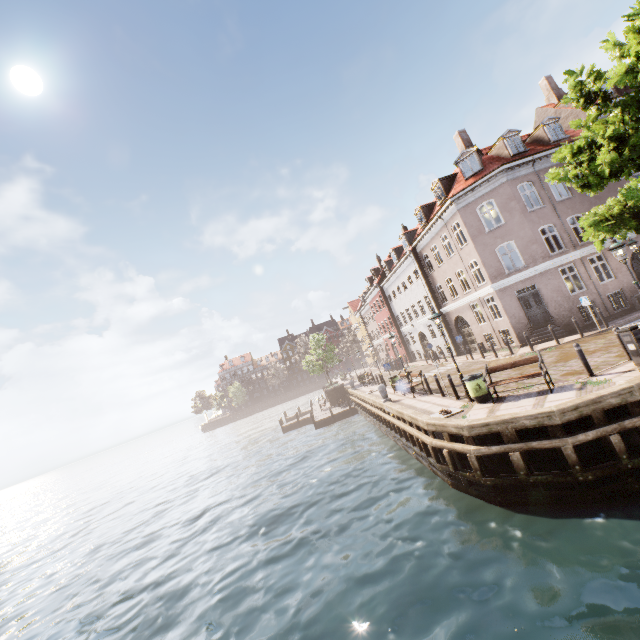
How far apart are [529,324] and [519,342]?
1.3m

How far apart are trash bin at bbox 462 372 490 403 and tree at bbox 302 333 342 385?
27.51m

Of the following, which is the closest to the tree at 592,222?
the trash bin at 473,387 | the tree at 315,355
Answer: the trash bin at 473,387

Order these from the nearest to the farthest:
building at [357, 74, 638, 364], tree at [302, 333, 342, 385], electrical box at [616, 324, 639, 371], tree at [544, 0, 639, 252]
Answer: electrical box at [616, 324, 639, 371], tree at [544, 0, 639, 252], building at [357, 74, 638, 364], tree at [302, 333, 342, 385]

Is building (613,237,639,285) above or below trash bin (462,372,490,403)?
above

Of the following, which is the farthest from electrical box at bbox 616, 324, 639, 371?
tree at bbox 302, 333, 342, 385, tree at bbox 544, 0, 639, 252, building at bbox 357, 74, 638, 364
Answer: tree at bbox 302, 333, 342, 385

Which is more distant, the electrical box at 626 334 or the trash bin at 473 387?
the trash bin at 473 387

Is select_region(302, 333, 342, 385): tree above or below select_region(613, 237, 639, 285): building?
above
